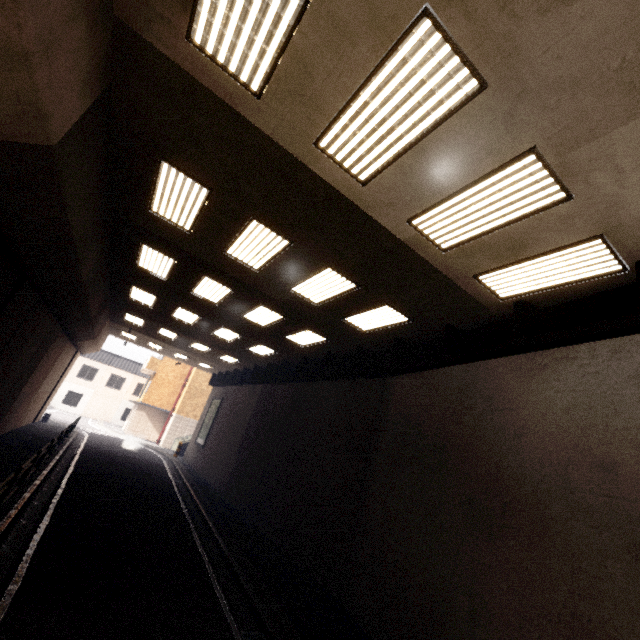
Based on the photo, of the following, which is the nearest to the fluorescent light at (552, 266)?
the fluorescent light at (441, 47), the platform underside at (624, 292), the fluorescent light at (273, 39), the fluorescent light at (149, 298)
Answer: the platform underside at (624, 292)

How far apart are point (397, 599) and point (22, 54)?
9.9m

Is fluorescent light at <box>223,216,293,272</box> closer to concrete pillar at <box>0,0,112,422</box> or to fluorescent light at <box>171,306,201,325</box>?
concrete pillar at <box>0,0,112,422</box>

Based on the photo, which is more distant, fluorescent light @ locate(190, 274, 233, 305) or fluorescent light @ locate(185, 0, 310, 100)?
fluorescent light @ locate(190, 274, 233, 305)

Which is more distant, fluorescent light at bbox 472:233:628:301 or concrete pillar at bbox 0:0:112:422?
fluorescent light at bbox 472:233:628:301

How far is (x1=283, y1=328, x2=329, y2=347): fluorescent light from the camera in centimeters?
1160cm

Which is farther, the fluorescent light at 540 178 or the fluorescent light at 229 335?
the fluorescent light at 229 335

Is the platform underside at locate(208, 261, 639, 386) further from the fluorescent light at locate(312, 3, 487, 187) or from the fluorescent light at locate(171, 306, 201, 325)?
the fluorescent light at locate(171, 306, 201, 325)
